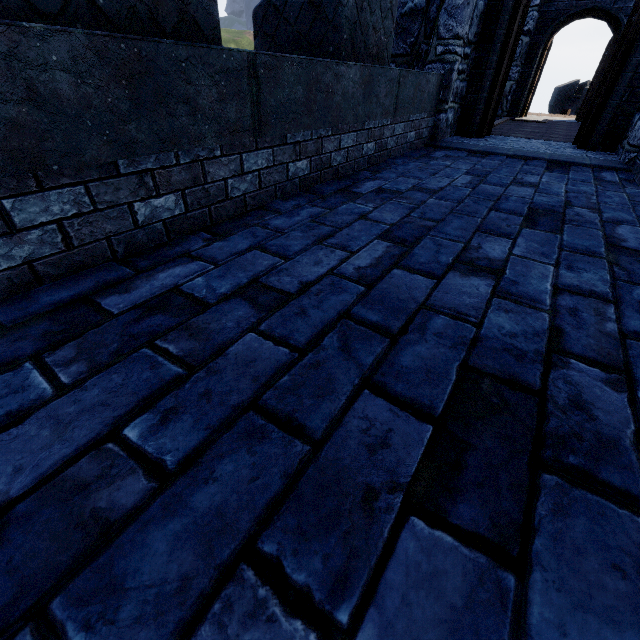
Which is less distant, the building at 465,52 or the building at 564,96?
the building at 465,52

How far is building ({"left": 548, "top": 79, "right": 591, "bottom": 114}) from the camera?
24.41m

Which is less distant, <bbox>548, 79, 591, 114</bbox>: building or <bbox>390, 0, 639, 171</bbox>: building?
<bbox>390, 0, 639, 171</bbox>: building

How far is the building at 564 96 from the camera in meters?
24.4 m

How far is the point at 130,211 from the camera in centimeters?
189cm
